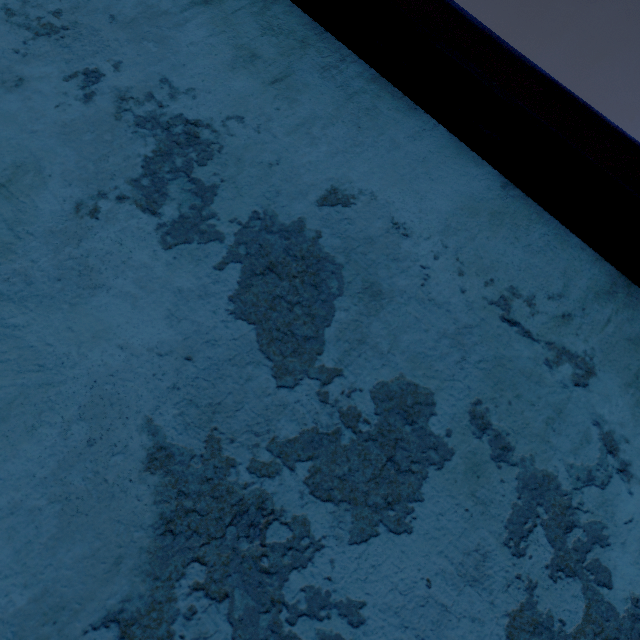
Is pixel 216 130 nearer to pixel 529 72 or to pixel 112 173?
pixel 112 173
